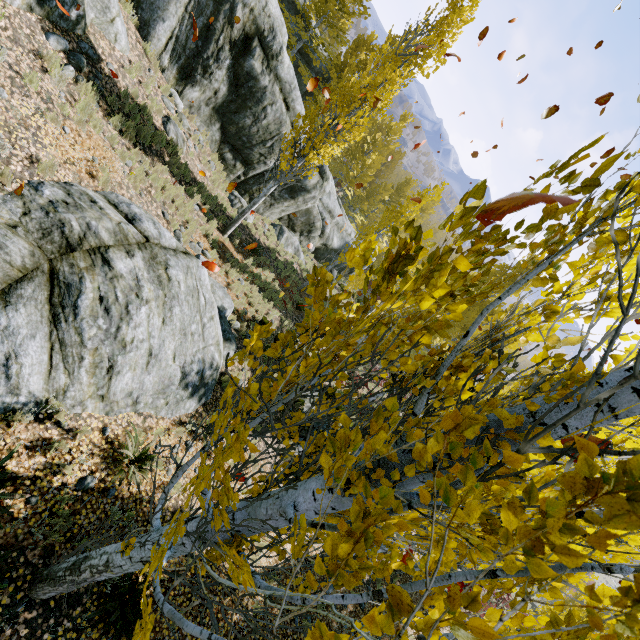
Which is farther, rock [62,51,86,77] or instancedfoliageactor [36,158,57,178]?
rock [62,51,86,77]

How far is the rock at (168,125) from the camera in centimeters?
1159cm

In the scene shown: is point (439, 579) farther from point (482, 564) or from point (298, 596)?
point (298, 596)

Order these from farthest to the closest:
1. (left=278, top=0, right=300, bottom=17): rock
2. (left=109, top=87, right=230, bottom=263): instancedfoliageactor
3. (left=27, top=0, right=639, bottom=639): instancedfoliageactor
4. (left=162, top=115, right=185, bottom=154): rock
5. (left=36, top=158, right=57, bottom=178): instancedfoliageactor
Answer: (left=278, top=0, right=300, bottom=17): rock → (left=162, top=115, right=185, bottom=154): rock → (left=109, top=87, right=230, bottom=263): instancedfoliageactor → (left=36, top=158, right=57, bottom=178): instancedfoliageactor → (left=27, top=0, right=639, bottom=639): instancedfoliageactor

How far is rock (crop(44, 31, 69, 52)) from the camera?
7.45m

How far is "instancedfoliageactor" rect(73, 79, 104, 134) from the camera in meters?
7.5 m

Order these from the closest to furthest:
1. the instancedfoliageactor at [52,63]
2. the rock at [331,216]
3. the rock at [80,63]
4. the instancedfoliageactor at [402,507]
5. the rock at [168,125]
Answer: the instancedfoliageactor at [402,507] → the instancedfoliageactor at [52,63] → the rock at [80,63] → the rock at [168,125] → the rock at [331,216]
